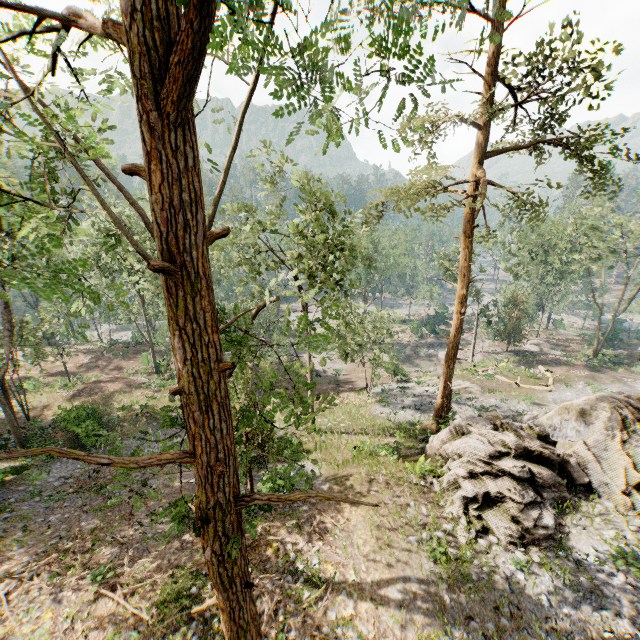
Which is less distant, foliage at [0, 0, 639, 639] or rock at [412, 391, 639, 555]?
foliage at [0, 0, 639, 639]

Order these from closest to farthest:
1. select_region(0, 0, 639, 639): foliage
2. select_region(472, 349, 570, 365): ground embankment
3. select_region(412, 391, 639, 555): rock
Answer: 1. select_region(0, 0, 639, 639): foliage
2. select_region(412, 391, 639, 555): rock
3. select_region(472, 349, 570, 365): ground embankment

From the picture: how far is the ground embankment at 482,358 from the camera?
39.6m

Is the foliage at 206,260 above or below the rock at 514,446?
above

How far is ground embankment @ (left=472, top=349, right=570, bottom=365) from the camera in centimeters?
3956cm

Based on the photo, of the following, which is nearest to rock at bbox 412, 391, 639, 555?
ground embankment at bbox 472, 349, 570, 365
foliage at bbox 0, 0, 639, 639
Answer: foliage at bbox 0, 0, 639, 639

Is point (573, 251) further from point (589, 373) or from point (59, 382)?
point (59, 382)

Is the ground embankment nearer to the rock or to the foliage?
the foliage
